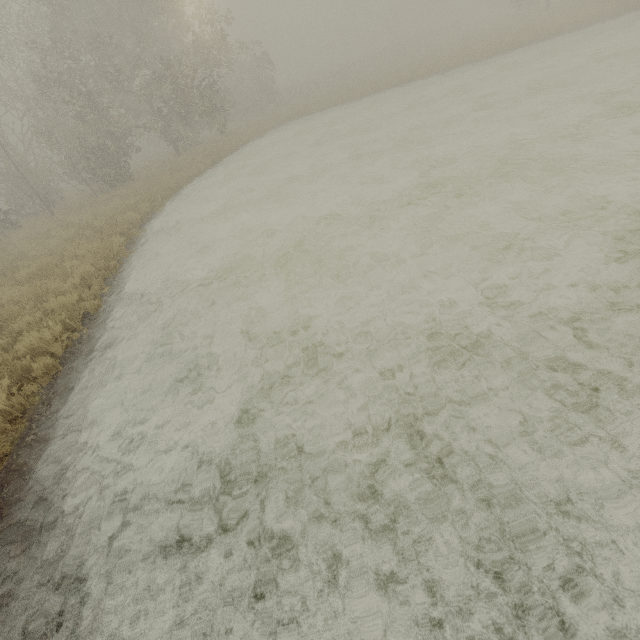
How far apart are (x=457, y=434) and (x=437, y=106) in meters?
17.2 m
